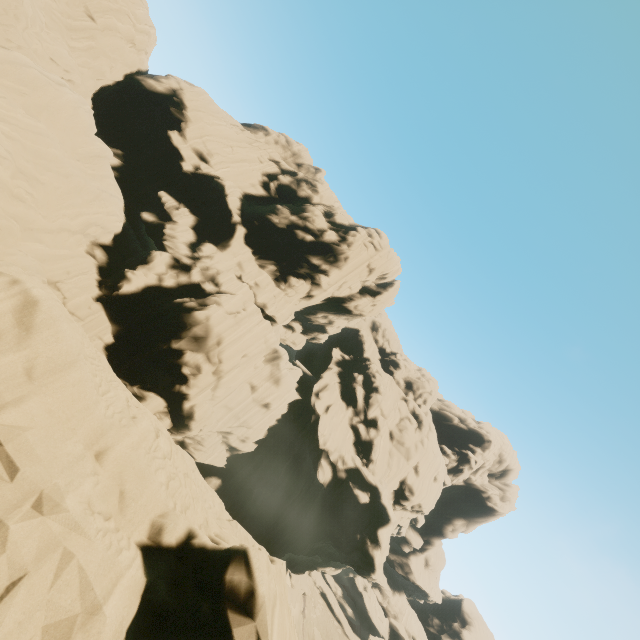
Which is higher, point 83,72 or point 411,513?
point 411,513
